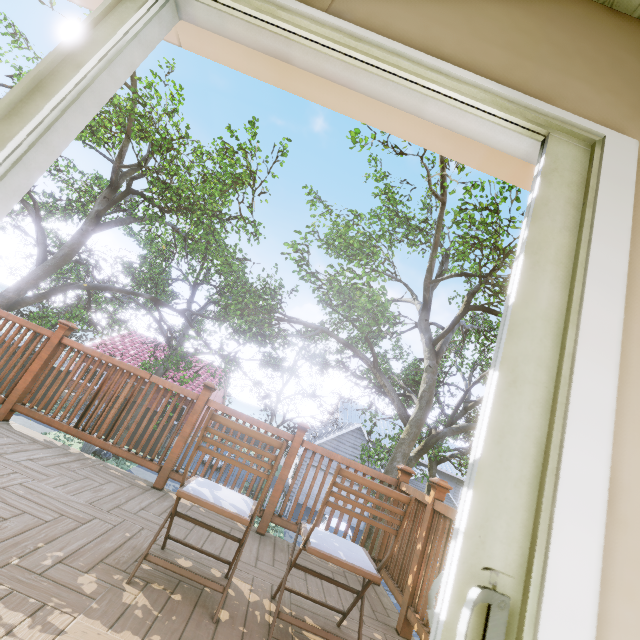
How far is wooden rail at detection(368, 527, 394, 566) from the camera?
3.11m

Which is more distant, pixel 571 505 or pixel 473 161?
pixel 473 161

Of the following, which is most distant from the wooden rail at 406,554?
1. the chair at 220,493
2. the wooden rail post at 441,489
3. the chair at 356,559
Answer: the chair at 220,493

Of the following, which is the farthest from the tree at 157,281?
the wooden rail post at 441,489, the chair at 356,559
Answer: the chair at 356,559

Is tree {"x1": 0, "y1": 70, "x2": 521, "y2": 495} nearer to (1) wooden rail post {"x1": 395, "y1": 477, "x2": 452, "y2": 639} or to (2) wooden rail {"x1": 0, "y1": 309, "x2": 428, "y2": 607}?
(2) wooden rail {"x1": 0, "y1": 309, "x2": 428, "y2": 607}

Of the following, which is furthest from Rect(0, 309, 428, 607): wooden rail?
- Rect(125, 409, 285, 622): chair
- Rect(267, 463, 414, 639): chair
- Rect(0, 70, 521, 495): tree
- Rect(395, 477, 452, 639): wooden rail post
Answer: Rect(0, 70, 521, 495): tree

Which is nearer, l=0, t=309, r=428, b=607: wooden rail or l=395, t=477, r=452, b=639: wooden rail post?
l=395, t=477, r=452, b=639: wooden rail post

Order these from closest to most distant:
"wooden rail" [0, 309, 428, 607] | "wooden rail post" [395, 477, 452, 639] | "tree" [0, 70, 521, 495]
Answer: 1. "wooden rail post" [395, 477, 452, 639]
2. "wooden rail" [0, 309, 428, 607]
3. "tree" [0, 70, 521, 495]
